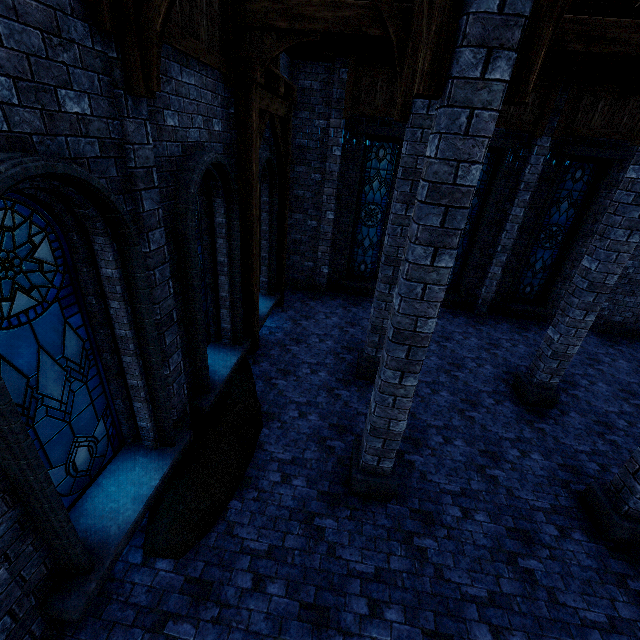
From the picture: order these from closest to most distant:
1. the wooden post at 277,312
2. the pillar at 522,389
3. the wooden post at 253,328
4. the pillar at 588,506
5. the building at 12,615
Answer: the building at 12,615, the pillar at 588,506, the pillar at 522,389, the wooden post at 253,328, the wooden post at 277,312

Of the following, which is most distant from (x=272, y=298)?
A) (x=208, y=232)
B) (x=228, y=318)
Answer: (x=208, y=232)

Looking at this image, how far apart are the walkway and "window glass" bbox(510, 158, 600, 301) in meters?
8.2

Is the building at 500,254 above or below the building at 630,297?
above

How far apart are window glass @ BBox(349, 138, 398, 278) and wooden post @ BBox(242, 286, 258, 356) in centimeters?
504cm

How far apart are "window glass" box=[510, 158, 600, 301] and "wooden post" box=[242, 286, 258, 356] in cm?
918

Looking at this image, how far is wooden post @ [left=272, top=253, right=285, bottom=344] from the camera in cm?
941

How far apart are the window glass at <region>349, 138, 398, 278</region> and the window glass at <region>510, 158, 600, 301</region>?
4.9m
